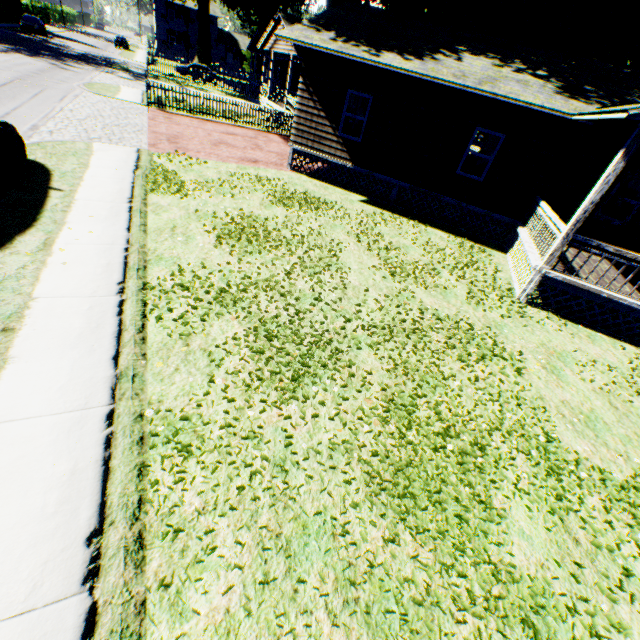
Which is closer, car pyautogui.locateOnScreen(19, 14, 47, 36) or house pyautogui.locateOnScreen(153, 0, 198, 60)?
car pyautogui.locateOnScreen(19, 14, 47, 36)

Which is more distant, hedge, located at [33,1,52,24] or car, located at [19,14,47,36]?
hedge, located at [33,1,52,24]

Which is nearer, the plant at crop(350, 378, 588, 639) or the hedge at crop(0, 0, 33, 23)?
the plant at crop(350, 378, 588, 639)

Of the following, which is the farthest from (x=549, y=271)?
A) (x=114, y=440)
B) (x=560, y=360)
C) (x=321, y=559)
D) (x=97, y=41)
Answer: (x=97, y=41)

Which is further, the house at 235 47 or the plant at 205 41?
the house at 235 47

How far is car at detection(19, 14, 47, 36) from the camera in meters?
36.9

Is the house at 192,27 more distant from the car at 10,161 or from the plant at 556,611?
the car at 10,161

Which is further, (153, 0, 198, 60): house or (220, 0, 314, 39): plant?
(153, 0, 198, 60): house
